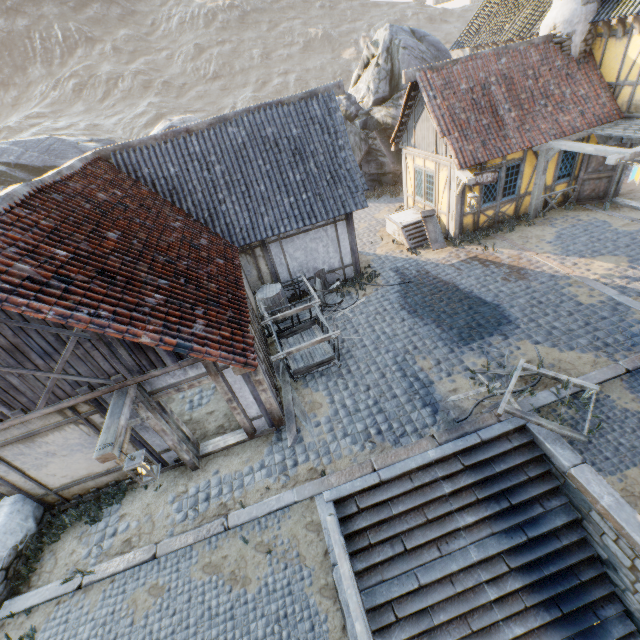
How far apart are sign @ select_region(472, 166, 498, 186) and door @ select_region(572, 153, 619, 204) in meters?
4.0

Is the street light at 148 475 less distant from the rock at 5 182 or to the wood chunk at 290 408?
the wood chunk at 290 408

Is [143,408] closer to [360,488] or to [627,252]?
[360,488]

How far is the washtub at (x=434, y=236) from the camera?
12.9 meters

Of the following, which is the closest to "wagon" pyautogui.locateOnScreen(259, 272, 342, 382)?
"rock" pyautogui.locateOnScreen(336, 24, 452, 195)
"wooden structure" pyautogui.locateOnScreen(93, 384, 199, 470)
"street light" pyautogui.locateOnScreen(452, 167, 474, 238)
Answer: "wooden structure" pyautogui.locateOnScreen(93, 384, 199, 470)

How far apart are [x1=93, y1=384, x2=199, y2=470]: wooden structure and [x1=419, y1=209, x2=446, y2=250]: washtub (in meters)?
10.89

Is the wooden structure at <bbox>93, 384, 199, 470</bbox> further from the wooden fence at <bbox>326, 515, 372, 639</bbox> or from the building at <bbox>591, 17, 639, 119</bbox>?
the building at <bbox>591, 17, 639, 119</bbox>

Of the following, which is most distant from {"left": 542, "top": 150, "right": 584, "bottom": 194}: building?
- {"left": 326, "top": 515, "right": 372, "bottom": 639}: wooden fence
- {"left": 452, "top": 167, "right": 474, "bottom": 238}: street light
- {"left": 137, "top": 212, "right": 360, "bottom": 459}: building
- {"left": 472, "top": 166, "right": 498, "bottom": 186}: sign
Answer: {"left": 326, "top": 515, "right": 372, "bottom": 639}: wooden fence
